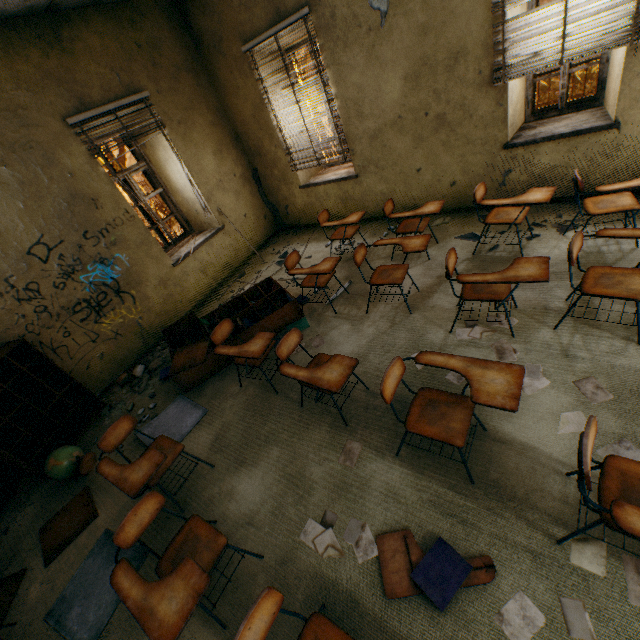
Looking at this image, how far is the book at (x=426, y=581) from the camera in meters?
1.8 m

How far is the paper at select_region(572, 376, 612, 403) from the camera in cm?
228

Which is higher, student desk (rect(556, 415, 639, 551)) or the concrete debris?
student desk (rect(556, 415, 639, 551))

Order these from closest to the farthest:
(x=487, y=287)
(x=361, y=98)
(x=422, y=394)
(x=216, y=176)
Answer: (x=422, y=394) → (x=487, y=287) → (x=361, y=98) → (x=216, y=176)

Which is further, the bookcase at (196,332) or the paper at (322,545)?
the bookcase at (196,332)

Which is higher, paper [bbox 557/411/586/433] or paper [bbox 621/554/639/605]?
paper [bbox 557/411/586/433]

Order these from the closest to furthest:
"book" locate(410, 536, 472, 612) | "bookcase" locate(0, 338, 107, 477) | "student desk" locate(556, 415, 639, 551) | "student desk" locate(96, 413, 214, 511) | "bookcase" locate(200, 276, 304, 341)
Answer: "student desk" locate(556, 415, 639, 551), "book" locate(410, 536, 472, 612), "student desk" locate(96, 413, 214, 511), "bookcase" locate(0, 338, 107, 477), "bookcase" locate(200, 276, 304, 341)

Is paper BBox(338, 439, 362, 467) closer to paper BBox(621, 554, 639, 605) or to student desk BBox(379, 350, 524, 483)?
student desk BBox(379, 350, 524, 483)
